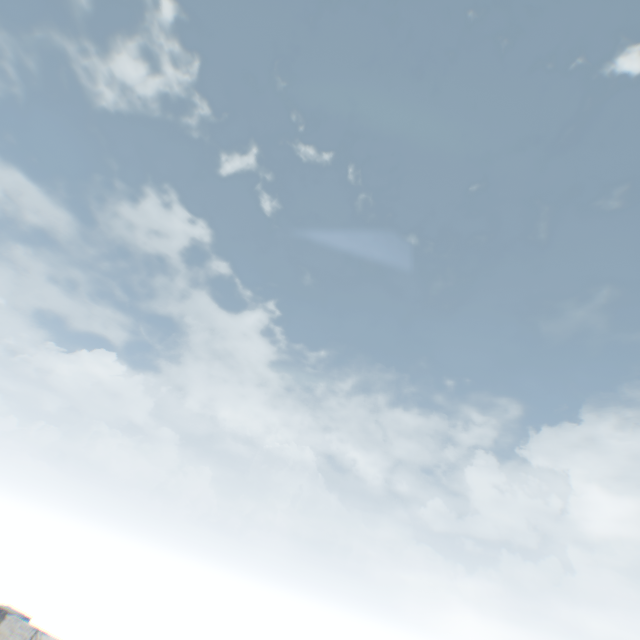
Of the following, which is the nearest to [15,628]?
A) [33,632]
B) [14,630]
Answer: [14,630]
